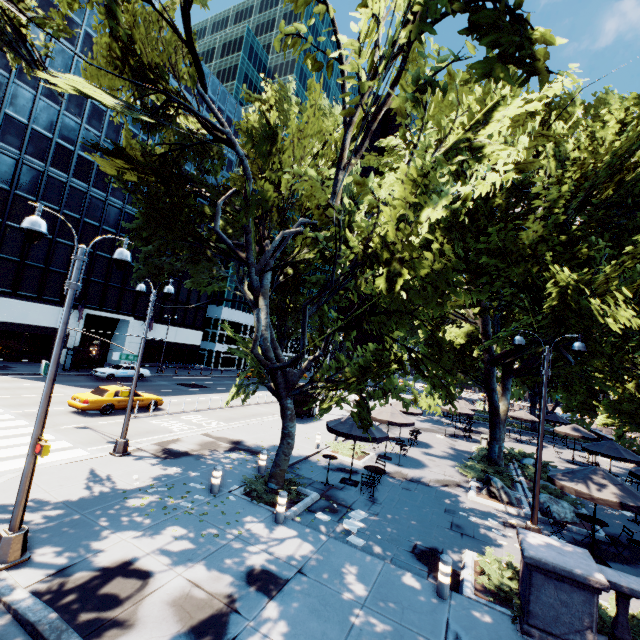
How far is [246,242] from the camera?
12.32m

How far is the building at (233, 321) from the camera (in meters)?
45.91

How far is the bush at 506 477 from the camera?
16.88m

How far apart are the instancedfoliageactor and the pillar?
2.9m

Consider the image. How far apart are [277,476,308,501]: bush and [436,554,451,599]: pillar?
5.1 meters

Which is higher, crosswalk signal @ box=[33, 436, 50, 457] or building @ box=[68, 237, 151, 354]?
building @ box=[68, 237, 151, 354]

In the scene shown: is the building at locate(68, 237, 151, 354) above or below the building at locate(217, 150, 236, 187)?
below

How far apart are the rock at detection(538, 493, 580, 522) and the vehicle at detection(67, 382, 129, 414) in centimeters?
2198cm
